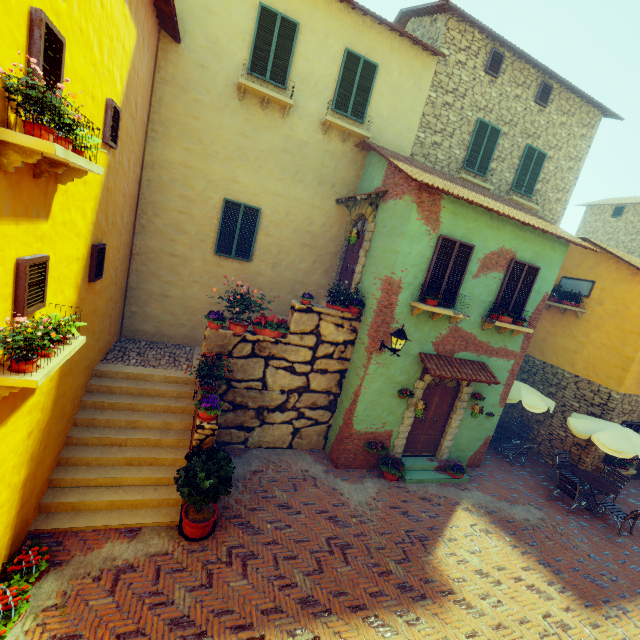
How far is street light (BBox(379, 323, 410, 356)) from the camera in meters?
7.5

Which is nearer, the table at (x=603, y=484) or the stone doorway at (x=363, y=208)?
the stone doorway at (x=363, y=208)

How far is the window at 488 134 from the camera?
11.3m

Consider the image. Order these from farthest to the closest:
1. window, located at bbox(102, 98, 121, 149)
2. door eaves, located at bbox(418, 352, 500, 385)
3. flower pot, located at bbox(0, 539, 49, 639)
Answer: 1. door eaves, located at bbox(418, 352, 500, 385)
2. window, located at bbox(102, 98, 121, 149)
3. flower pot, located at bbox(0, 539, 49, 639)

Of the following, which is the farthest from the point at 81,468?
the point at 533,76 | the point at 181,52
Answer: the point at 533,76

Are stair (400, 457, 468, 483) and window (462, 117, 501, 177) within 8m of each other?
no

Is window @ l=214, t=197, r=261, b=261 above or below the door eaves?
above

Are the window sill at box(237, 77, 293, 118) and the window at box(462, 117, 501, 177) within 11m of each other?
yes
